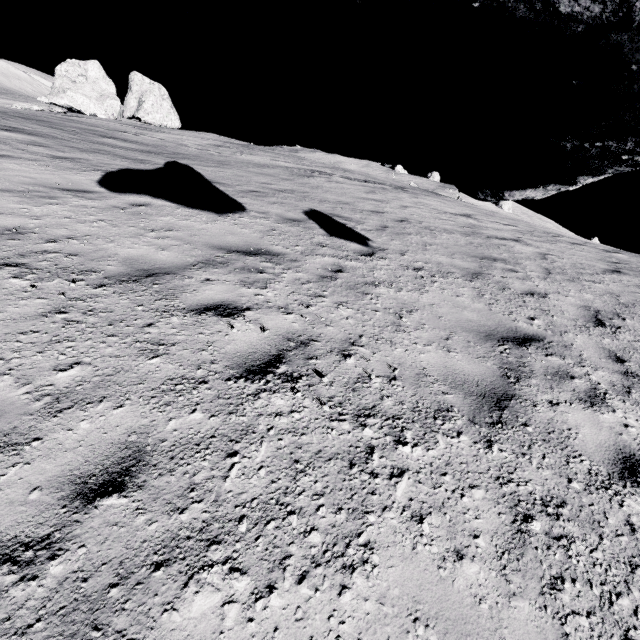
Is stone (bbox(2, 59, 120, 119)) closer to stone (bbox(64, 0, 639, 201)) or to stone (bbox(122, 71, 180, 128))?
stone (bbox(122, 71, 180, 128))

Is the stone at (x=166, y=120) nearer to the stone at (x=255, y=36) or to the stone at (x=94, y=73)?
the stone at (x=94, y=73)

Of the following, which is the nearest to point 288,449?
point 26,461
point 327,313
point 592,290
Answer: point 26,461

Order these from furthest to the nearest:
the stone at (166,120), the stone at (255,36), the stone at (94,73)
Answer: the stone at (166,120)
the stone at (94,73)
the stone at (255,36)

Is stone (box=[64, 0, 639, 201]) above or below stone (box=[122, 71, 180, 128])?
below

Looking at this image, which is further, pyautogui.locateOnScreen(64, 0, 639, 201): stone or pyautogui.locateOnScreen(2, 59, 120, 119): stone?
pyautogui.locateOnScreen(2, 59, 120, 119): stone
